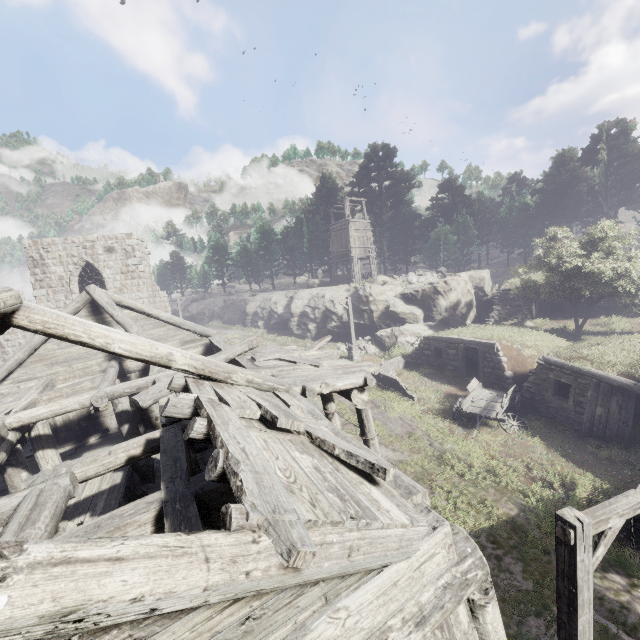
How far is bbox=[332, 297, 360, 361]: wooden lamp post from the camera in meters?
23.5

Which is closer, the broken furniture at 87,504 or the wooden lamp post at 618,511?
the wooden lamp post at 618,511

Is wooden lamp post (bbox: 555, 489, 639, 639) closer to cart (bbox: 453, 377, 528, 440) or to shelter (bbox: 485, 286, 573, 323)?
cart (bbox: 453, 377, 528, 440)

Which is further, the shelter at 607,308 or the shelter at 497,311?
the shelter at 497,311

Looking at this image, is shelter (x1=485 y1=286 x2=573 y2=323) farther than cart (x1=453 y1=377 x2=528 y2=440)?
Yes

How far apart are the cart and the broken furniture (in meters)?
13.17

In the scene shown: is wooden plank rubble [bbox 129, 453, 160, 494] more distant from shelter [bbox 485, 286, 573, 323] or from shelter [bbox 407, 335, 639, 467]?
shelter [bbox 485, 286, 573, 323]

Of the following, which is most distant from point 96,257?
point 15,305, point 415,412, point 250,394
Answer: point 415,412
